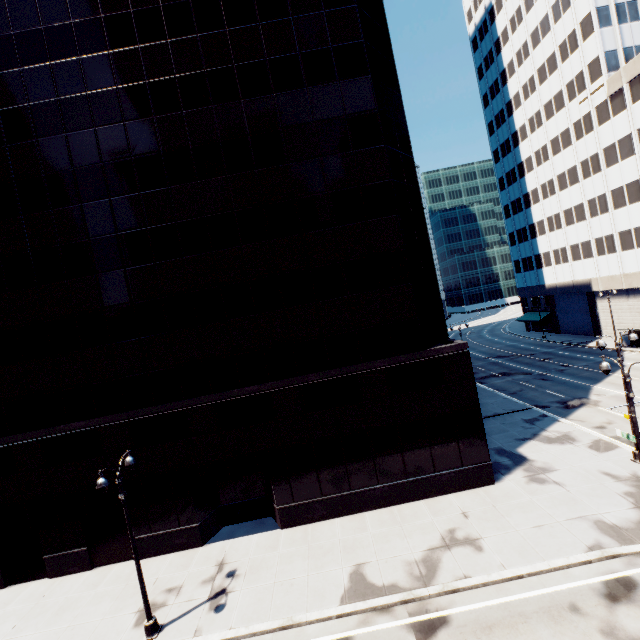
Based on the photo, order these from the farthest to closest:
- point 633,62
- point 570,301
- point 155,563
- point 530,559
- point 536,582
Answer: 1. point 570,301
2. point 633,62
3. point 155,563
4. point 530,559
5. point 536,582

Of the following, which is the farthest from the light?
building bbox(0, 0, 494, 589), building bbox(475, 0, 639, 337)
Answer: building bbox(475, 0, 639, 337)

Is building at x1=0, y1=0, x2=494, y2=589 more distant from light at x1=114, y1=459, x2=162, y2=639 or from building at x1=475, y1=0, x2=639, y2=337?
building at x1=475, y1=0, x2=639, y2=337

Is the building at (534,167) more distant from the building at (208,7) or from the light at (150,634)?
the light at (150,634)

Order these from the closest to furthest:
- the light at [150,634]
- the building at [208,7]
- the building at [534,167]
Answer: the light at [150,634]
the building at [208,7]
the building at [534,167]
